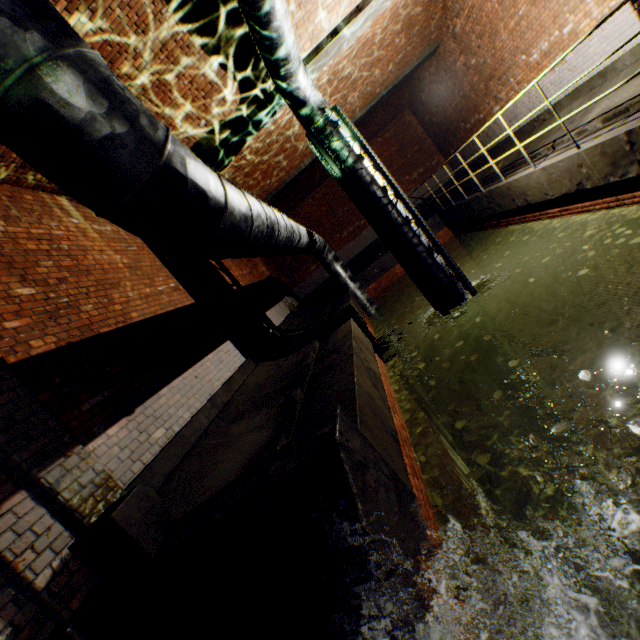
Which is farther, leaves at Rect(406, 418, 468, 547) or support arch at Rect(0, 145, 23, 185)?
support arch at Rect(0, 145, 23, 185)

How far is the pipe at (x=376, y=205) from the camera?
6.3m

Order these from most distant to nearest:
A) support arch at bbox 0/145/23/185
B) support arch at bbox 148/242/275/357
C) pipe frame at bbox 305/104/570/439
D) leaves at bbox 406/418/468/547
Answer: support arch at bbox 148/242/275/357, pipe frame at bbox 305/104/570/439, support arch at bbox 0/145/23/185, leaves at bbox 406/418/468/547

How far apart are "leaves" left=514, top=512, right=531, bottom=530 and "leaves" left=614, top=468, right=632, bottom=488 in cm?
61

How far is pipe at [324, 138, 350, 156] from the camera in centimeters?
613cm

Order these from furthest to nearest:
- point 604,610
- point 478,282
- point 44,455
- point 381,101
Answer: point 478,282
point 381,101
point 604,610
point 44,455

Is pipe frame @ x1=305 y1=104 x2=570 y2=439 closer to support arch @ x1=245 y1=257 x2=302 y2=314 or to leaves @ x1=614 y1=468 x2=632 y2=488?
support arch @ x1=245 y1=257 x2=302 y2=314

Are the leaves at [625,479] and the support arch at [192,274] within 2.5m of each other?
no
